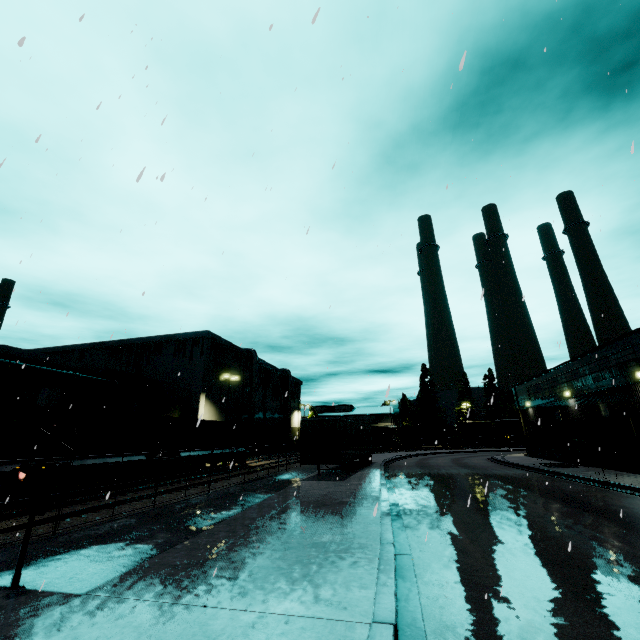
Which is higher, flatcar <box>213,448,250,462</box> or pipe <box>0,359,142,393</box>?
pipe <box>0,359,142,393</box>

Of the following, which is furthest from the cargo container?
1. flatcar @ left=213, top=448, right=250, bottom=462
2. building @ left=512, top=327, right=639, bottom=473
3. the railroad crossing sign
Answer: the railroad crossing sign

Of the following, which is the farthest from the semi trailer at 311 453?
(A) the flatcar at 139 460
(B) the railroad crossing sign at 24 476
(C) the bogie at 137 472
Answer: (C) the bogie at 137 472

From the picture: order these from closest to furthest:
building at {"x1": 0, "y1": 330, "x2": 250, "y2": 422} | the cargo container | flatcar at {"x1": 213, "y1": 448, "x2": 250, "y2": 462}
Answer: the cargo container, building at {"x1": 0, "y1": 330, "x2": 250, "y2": 422}, flatcar at {"x1": 213, "y1": 448, "x2": 250, "y2": 462}

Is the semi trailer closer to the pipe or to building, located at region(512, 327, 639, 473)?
building, located at region(512, 327, 639, 473)

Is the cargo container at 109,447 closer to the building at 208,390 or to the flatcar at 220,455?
the flatcar at 220,455

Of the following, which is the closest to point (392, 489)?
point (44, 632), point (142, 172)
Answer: point (44, 632)

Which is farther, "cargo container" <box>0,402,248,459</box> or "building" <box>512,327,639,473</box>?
"building" <box>512,327,639,473</box>
